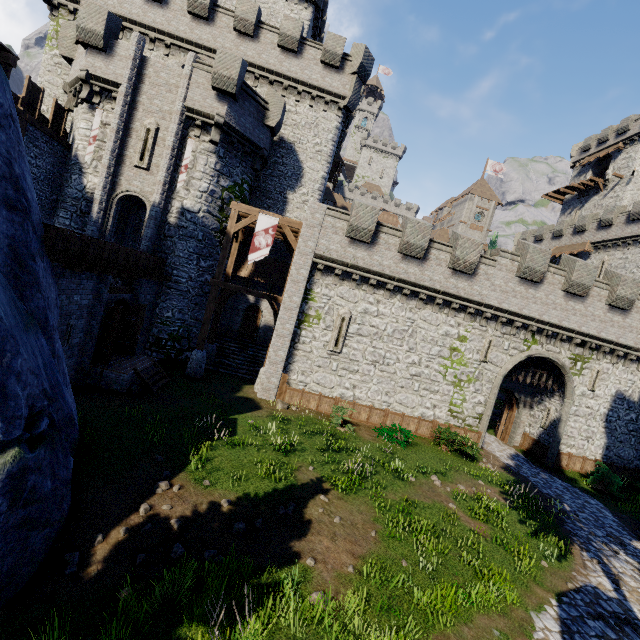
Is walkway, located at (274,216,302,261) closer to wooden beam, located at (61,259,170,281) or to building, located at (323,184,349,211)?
wooden beam, located at (61,259,170,281)

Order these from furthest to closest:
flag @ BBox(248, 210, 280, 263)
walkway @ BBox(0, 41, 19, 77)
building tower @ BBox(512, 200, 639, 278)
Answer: building tower @ BBox(512, 200, 639, 278)
flag @ BBox(248, 210, 280, 263)
walkway @ BBox(0, 41, 19, 77)

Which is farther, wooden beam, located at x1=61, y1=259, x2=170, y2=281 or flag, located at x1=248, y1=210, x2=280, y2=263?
flag, located at x1=248, y1=210, x2=280, y2=263

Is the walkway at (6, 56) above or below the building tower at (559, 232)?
below

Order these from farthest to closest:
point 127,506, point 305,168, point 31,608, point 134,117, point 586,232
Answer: point 586,232 → point 305,168 → point 134,117 → point 127,506 → point 31,608

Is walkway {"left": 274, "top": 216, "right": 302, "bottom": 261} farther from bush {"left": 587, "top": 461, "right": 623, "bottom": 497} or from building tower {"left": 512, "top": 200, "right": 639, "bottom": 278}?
building tower {"left": 512, "top": 200, "right": 639, "bottom": 278}

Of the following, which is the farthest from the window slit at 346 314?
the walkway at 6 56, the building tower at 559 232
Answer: the building tower at 559 232

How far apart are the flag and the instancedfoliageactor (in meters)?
13.62
